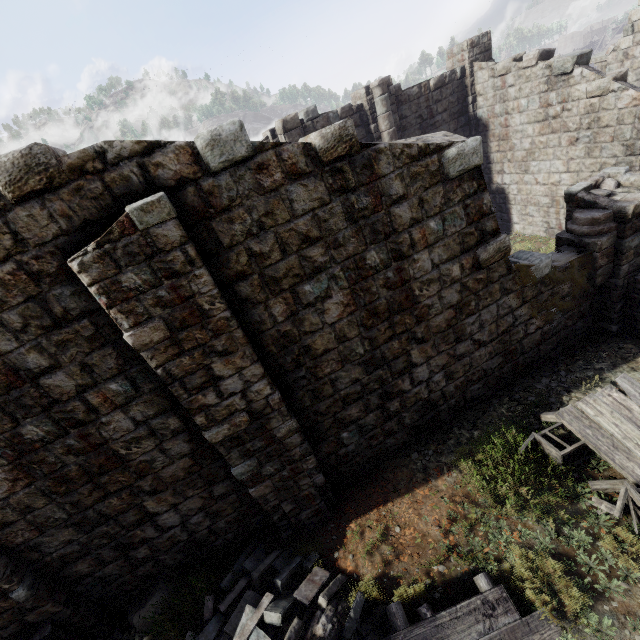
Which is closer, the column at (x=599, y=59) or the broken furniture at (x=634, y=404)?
the broken furniture at (x=634, y=404)

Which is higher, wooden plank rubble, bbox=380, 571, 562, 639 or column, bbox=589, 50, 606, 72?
column, bbox=589, 50, 606, 72

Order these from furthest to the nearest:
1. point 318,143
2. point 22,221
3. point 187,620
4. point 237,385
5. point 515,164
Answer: point 515,164
point 187,620
point 237,385
point 318,143
point 22,221

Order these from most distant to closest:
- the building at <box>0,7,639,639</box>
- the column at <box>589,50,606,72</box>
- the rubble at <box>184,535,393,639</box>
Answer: the column at <box>589,50,606,72</box> < the rubble at <box>184,535,393,639</box> < the building at <box>0,7,639,639</box>

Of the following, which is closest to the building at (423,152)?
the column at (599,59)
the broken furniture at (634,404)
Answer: the column at (599,59)

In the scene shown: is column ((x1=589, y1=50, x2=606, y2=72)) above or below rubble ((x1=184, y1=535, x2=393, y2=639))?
above

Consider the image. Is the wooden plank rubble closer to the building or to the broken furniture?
the broken furniture

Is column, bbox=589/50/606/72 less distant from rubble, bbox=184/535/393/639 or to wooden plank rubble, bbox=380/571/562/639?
wooden plank rubble, bbox=380/571/562/639
